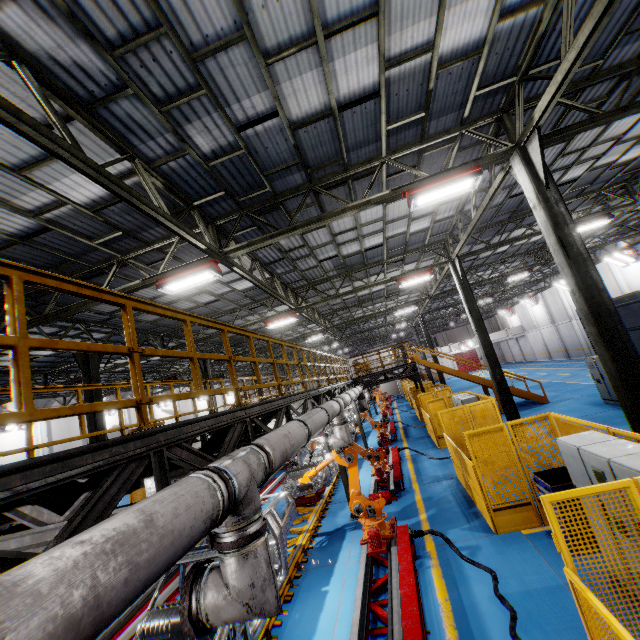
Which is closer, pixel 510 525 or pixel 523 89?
pixel 523 89

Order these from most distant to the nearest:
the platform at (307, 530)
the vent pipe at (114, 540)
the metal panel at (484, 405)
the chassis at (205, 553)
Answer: the platform at (307, 530)
the chassis at (205, 553)
the metal panel at (484, 405)
the vent pipe at (114, 540)

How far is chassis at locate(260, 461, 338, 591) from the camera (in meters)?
6.96

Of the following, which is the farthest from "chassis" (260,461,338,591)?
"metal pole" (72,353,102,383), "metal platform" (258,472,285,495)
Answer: "metal pole" (72,353,102,383)

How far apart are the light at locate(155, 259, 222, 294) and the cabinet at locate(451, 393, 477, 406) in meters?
10.5 m

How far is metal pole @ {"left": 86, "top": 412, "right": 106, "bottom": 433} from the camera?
11.8m

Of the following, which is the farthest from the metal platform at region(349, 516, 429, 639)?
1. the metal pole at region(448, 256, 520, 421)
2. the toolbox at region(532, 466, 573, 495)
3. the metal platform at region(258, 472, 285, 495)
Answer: the metal pole at region(448, 256, 520, 421)

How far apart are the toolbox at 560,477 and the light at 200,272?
8.59m
